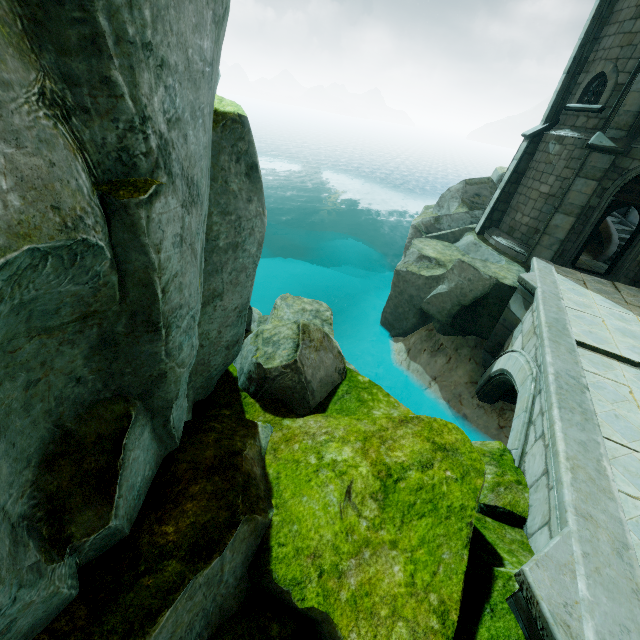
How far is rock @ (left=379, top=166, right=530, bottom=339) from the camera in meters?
11.7 m

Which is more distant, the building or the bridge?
the building

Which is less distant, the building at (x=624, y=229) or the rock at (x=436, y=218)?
the building at (x=624, y=229)

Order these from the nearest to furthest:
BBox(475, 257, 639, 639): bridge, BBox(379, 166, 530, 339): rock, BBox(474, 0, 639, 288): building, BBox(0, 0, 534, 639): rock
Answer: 1. BBox(0, 0, 534, 639): rock
2. BBox(475, 257, 639, 639): bridge
3. BBox(474, 0, 639, 288): building
4. BBox(379, 166, 530, 339): rock

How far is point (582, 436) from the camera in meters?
4.8

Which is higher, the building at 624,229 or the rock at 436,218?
the building at 624,229

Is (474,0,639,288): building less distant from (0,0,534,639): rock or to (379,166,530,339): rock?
(379,166,530,339): rock

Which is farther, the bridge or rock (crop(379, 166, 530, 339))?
rock (crop(379, 166, 530, 339))
